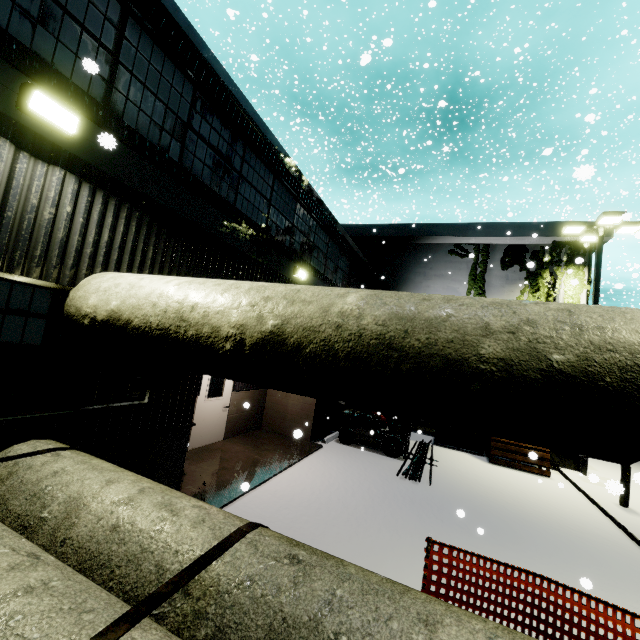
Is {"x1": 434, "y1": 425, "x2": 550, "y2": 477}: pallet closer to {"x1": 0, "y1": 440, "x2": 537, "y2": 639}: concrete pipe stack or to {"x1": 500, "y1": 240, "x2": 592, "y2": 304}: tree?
{"x1": 500, "y1": 240, "x2": 592, "y2": 304}: tree

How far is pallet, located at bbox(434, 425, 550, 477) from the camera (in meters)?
11.70

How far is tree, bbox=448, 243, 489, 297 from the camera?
16.4 meters

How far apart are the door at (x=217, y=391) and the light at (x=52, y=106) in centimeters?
606cm

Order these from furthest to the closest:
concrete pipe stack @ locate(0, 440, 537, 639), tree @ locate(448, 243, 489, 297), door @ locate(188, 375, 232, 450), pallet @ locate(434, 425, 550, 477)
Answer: tree @ locate(448, 243, 489, 297)
pallet @ locate(434, 425, 550, 477)
door @ locate(188, 375, 232, 450)
concrete pipe stack @ locate(0, 440, 537, 639)

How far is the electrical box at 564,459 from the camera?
12.5m

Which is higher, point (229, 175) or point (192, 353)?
point (229, 175)

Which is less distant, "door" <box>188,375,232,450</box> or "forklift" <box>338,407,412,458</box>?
"door" <box>188,375,232,450</box>
